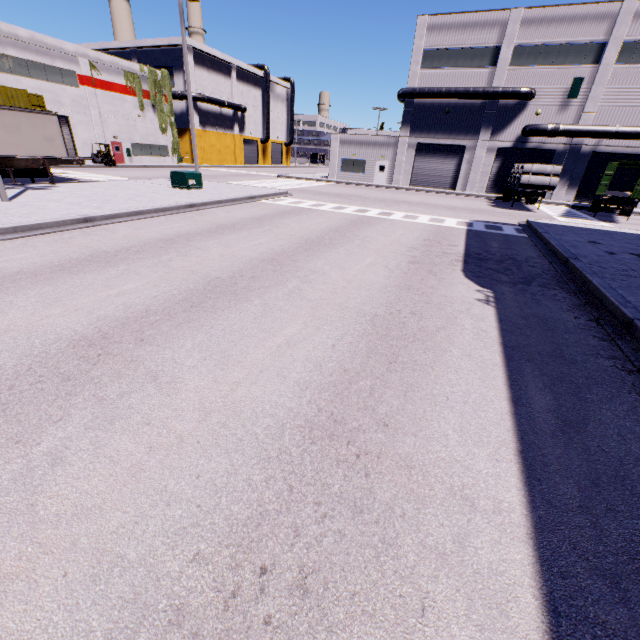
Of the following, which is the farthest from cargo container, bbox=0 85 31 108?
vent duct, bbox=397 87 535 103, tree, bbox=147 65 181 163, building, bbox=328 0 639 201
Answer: tree, bbox=147 65 181 163

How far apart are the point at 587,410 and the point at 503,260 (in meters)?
7.64

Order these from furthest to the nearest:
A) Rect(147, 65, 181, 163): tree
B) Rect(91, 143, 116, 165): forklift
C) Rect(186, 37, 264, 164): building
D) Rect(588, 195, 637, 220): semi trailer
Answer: Rect(186, 37, 264, 164): building < Rect(147, 65, 181, 163): tree < Rect(91, 143, 116, 165): forklift < Rect(588, 195, 637, 220): semi trailer

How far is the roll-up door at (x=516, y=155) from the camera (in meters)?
31.31

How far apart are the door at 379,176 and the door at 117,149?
30.90m

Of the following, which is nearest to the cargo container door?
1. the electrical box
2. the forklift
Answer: the forklift

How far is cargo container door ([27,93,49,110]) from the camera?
22.50m

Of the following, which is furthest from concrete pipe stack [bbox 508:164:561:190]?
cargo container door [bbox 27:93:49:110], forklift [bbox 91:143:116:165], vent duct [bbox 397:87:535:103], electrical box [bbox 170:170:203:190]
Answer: forklift [bbox 91:143:116:165]
